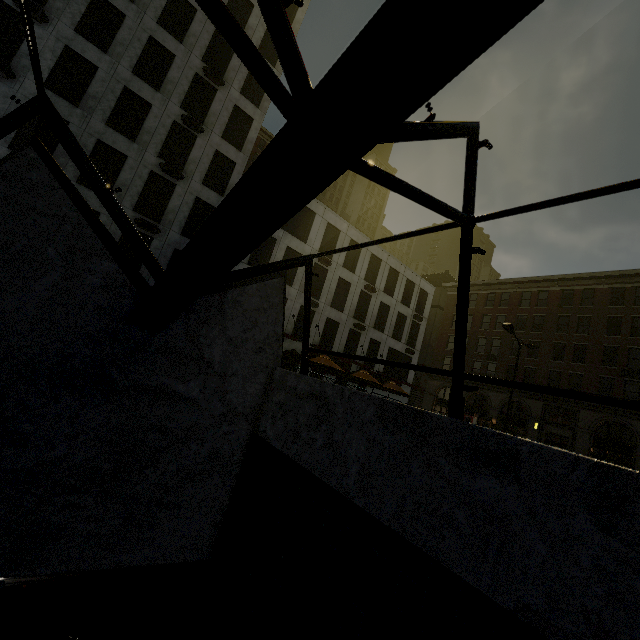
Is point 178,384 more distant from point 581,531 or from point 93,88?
point 93,88

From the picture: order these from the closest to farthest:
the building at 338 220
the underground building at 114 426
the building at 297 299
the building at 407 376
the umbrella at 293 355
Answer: the underground building at 114 426 → the umbrella at 293 355 → the building at 338 220 → the building at 297 299 → the building at 407 376

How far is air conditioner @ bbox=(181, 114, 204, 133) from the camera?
20.9 meters

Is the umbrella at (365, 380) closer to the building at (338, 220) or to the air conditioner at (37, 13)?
the building at (338, 220)

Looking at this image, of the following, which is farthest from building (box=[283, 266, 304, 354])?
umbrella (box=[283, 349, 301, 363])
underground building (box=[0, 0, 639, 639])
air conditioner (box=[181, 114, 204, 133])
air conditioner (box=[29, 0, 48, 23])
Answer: air conditioner (box=[29, 0, 48, 23])

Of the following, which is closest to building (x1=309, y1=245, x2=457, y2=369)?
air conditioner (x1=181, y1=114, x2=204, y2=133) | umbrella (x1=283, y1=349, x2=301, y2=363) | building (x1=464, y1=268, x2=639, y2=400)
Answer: umbrella (x1=283, y1=349, x2=301, y2=363)

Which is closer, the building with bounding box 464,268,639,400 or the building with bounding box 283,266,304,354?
the building with bounding box 283,266,304,354

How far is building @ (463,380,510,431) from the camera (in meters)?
→ 35.25
